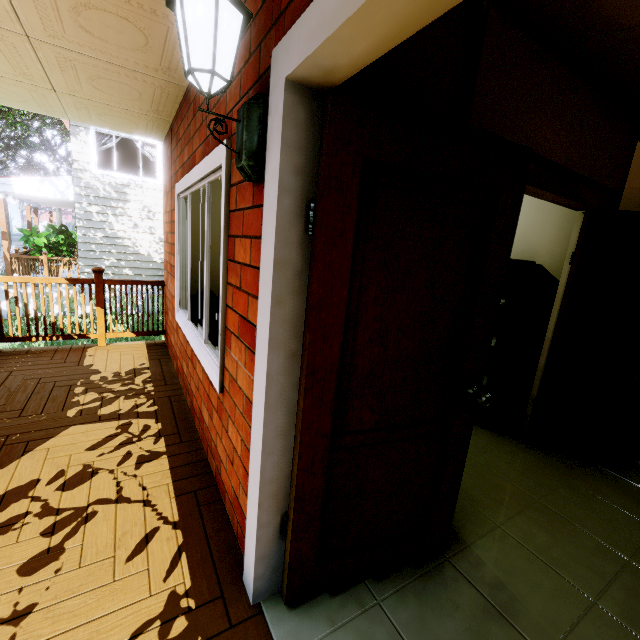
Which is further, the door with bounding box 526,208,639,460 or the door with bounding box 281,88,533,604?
the door with bounding box 526,208,639,460

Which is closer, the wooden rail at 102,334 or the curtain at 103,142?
the wooden rail at 102,334

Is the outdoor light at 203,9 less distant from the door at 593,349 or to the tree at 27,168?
the door at 593,349

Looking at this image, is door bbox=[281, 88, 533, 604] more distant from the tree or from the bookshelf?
the tree

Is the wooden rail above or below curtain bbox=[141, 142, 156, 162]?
below

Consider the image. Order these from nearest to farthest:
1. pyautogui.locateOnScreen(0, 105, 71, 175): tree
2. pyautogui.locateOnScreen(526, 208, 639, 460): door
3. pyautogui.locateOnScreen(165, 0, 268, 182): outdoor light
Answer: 1. pyautogui.locateOnScreen(165, 0, 268, 182): outdoor light
2. pyautogui.locateOnScreen(526, 208, 639, 460): door
3. pyautogui.locateOnScreen(0, 105, 71, 175): tree

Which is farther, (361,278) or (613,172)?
(613,172)

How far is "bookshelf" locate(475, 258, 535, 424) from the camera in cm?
297
